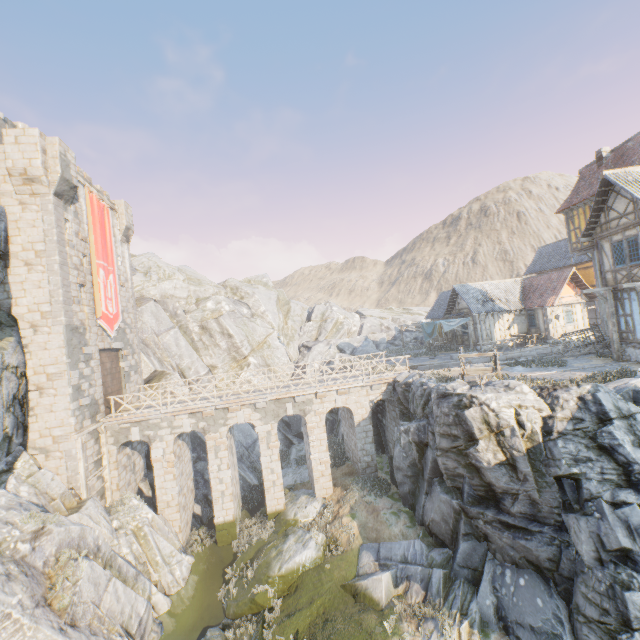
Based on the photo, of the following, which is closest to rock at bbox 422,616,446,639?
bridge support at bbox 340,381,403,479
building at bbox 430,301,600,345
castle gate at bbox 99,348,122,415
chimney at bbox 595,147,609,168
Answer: bridge support at bbox 340,381,403,479

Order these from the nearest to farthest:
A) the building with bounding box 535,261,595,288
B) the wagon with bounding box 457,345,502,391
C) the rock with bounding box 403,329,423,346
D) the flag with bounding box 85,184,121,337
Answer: the wagon with bounding box 457,345,502,391 → the flag with bounding box 85,184,121,337 → the building with bounding box 535,261,595,288 → the rock with bounding box 403,329,423,346

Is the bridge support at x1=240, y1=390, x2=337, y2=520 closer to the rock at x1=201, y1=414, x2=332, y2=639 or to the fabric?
the rock at x1=201, y1=414, x2=332, y2=639

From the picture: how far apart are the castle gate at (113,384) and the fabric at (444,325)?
25.32m

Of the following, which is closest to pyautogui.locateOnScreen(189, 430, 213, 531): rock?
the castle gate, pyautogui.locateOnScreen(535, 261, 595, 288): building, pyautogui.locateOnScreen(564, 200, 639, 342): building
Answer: pyautogui.locateOnScreen(564, 200, 639, 342): building

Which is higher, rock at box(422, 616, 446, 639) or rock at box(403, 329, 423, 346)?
rock at box(403, 329, 423, 346)

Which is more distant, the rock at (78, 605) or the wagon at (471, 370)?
the wagon at (471, 370)

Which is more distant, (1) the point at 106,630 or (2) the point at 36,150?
(2) the point at 36,150
